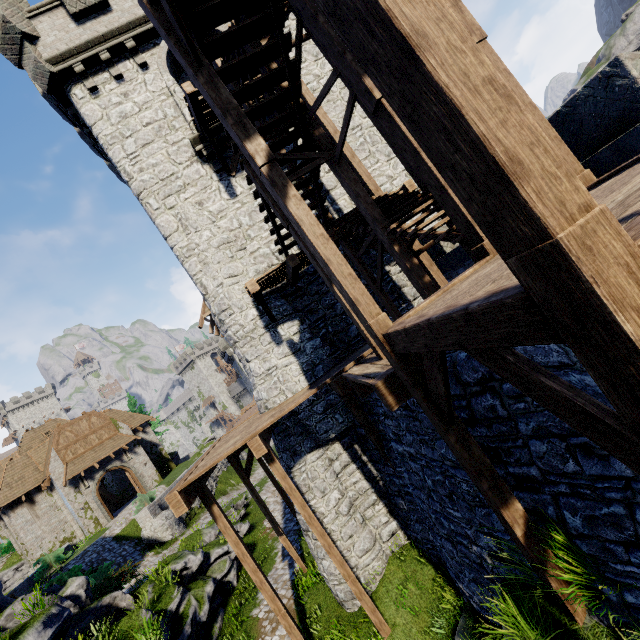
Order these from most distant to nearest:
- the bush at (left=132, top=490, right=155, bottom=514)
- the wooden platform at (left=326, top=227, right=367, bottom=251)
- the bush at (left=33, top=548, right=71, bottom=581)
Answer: the bush at (left=132, top=490, right=155, bottom=514), the bush at (left=33, top=548, right=71, bottom=581), the wooden platform at (left=326, top=227, right=367, bottom=251)

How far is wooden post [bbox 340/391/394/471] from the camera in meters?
8.9

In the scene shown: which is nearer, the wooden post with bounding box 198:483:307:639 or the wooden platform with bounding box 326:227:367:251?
the wooden post with bounding box 198:483:307:639

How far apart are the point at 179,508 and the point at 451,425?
6.6m

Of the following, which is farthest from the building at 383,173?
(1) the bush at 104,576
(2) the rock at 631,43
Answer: (2) the rock at 631,43

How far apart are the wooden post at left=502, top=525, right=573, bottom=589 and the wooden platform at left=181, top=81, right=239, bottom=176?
12.1 meters

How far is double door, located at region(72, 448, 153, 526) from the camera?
26.4 meters

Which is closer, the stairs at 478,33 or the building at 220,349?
the stairs at 478,33
